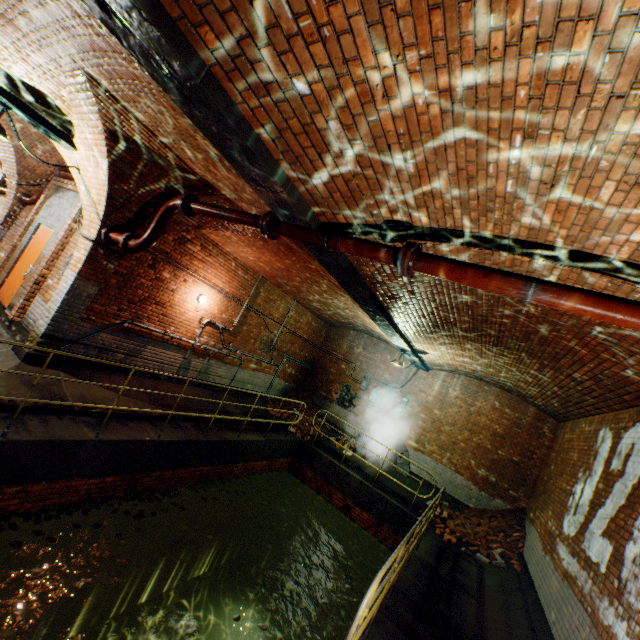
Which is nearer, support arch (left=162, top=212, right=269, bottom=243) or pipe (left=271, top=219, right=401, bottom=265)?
pipe (left=271, top=219, right=401, bottom=265)

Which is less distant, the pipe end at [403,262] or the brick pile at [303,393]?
the pipe end at [403,262]

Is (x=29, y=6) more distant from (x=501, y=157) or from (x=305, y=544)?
(x=305, y=544)

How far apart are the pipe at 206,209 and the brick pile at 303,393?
9.1m

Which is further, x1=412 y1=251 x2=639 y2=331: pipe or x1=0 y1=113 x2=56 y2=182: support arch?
x1=0 y1=113 x2=56 y2=182: support arch

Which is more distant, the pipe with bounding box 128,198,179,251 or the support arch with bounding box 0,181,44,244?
the support arch with bounding box 0,181,44,244

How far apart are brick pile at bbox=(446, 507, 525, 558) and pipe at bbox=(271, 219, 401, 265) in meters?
9.2

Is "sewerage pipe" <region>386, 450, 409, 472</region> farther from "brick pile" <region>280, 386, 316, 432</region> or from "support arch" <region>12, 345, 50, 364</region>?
"support arch" <region>12, 345, 50, 364</region>
